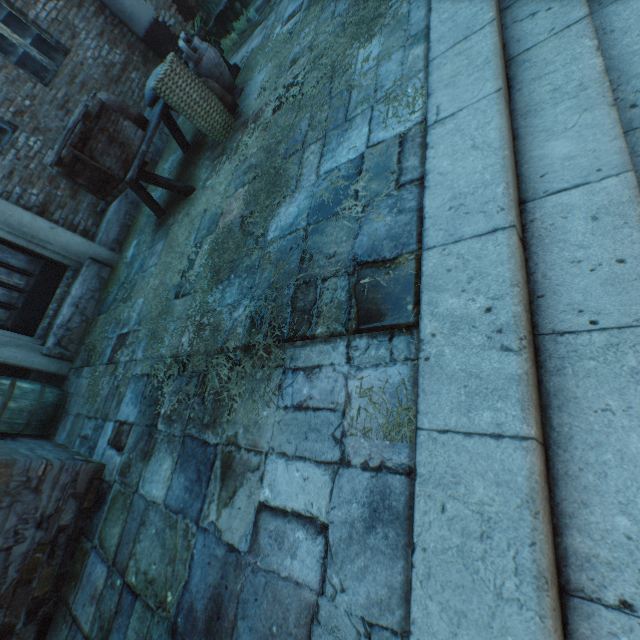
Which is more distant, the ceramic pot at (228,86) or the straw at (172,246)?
the ceramic pot at (228,86)

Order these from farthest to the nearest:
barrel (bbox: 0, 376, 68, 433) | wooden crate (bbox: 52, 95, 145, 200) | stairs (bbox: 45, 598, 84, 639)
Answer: barrel (bbox: 0, 376, 68, 433) → wooden crate (bbox: 52, 95, 145, 200) → stairs (bbox: 45, 598, 84, 639)

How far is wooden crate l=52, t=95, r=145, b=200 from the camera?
3.47m

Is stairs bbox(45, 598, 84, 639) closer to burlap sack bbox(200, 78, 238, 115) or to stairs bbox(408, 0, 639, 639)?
stairs bbox(408, 0, 639, 639)

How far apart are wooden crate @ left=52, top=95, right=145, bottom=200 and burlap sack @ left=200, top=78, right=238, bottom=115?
0.88m

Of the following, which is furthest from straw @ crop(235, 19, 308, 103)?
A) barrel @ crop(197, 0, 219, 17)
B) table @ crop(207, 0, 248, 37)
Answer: barrel @ crop(197, 0, 219, 17)

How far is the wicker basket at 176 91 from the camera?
3.7 meters

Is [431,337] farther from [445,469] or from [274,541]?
[274,541]
